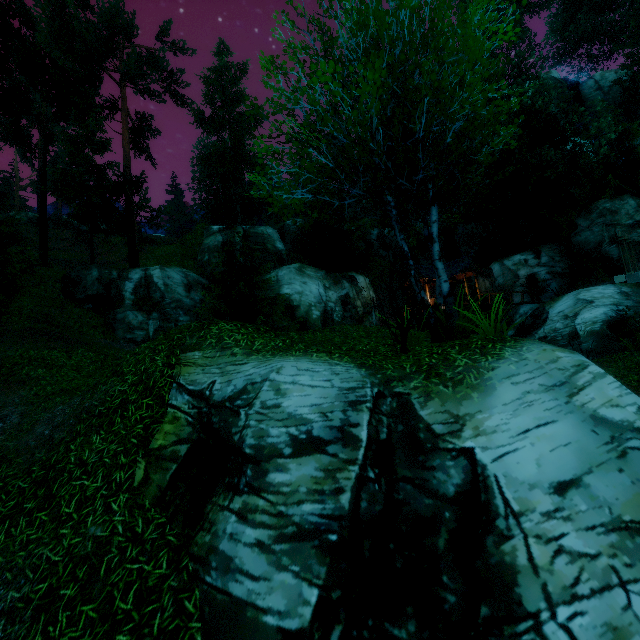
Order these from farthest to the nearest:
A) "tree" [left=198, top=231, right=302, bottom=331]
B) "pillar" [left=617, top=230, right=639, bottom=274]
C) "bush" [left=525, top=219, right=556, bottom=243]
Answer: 1. "bush" [left=525, top=219, right=556, bottom=243]
2. "pillar" [left=617, top=230, right=639, bottom=274]
3. "tree" [left=198, top=231, right=302, bottom=331]

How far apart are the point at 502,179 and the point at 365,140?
25.6m

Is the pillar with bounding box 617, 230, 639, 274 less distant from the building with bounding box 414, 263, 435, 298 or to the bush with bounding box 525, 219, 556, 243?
the bush with bounding box 525, 219, 556, 243

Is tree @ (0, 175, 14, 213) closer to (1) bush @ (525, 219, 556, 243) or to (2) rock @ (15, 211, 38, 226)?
(1) bush @ (525, 219, 556, 243)

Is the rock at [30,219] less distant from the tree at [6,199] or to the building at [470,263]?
the tree at [6,199]

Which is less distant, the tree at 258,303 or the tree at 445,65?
the tree at 445,65

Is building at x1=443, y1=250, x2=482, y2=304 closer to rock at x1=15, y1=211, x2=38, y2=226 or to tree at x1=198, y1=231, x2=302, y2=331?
tree at x1=198, y1=231, x2=302, y2=331
